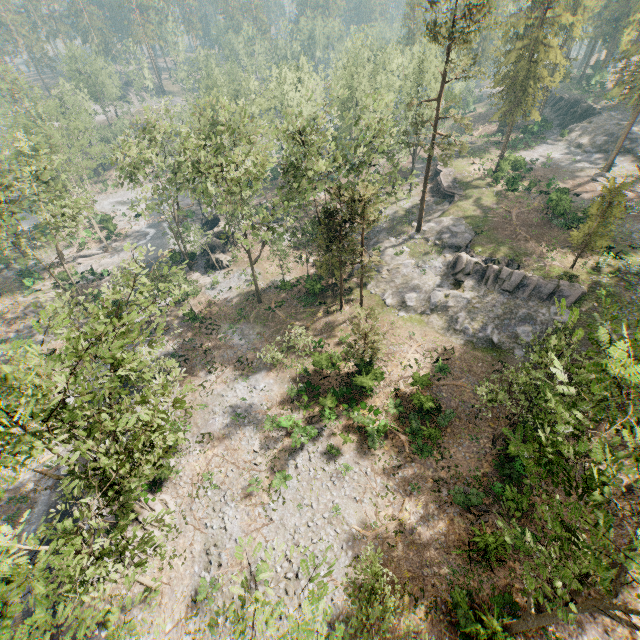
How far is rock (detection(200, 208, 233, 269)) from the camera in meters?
45.6 m

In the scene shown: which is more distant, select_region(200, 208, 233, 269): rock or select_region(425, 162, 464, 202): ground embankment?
select_region(425, 162, 464, 202): ground embankment

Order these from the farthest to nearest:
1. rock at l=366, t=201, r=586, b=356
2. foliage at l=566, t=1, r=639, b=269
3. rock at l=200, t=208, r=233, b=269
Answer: rock at l=200, t=208, r=233, b=269 < rock at l=366, t=201, r=586, b=356 < foliage at l=566, t=1, r=639, b=269

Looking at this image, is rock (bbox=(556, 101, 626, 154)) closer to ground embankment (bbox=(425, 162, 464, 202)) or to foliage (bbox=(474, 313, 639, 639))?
foliage (bbox=(474, 313, 639, 639))

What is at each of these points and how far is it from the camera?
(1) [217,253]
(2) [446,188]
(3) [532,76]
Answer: (1) rock, 45.7 meters
(2) ground embankment, 47.7 meters
(3) foliage, 41.4 meters

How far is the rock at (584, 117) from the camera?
51.8 meters

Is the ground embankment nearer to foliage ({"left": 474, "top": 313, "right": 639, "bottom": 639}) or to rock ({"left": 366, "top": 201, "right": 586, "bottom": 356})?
rock ({"left": 366, "top": 201, "right": 586, "bottom": 356})

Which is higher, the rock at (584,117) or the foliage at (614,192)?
the foliage at (614,192)
